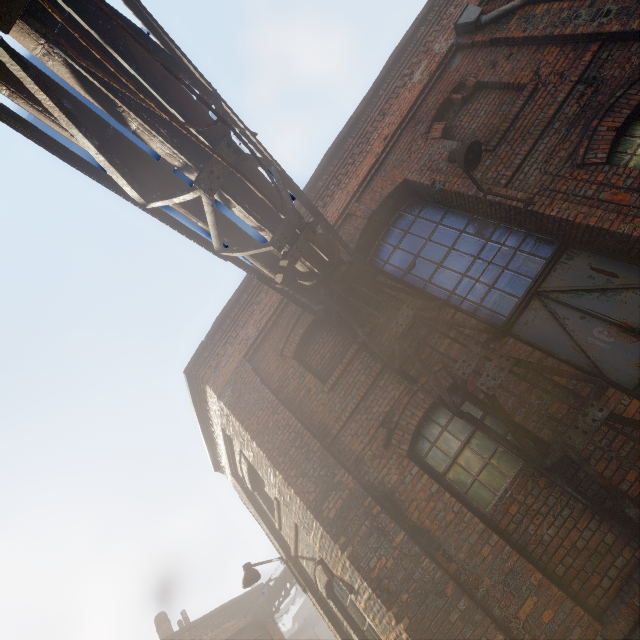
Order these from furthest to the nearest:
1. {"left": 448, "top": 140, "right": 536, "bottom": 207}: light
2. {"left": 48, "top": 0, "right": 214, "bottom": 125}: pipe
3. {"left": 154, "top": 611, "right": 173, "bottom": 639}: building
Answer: {"left": 154, "top": 611, "right": 173, "bottom": 639}: building
{"left": 448, "top": 140, "right": 536, "bottom": 207}: light
{"left": 48, "top": 0, "right": 214, "bottom": 125}: pipe

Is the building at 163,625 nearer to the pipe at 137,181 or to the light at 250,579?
the light at 250,579

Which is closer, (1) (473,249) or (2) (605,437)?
(2) (605,437)

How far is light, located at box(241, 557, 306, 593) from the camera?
6.9m

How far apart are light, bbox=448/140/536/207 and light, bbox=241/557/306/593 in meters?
8.5

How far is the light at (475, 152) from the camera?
4.7 meters

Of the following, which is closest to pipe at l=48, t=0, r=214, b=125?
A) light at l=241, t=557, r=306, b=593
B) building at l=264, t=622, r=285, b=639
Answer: light at l=241, t=557, r=306, b=593
